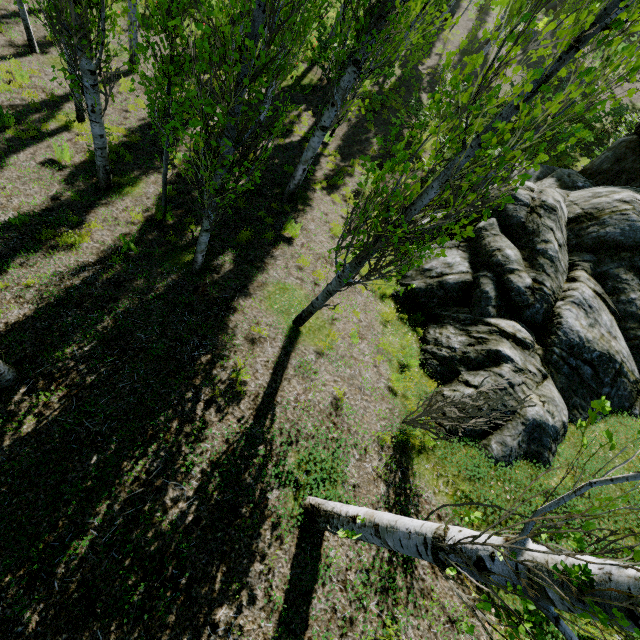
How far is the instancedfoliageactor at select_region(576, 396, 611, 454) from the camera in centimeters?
154cm

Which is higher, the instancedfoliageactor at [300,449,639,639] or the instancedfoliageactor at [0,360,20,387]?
the instancedfoliageactor at [300,449,639,639]

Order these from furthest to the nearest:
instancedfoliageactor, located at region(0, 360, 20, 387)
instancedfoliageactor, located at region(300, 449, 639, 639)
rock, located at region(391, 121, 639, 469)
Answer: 1. rock, located at region(391, 121, 639, 469)
2. instancedfoliageactor, located at region(0, 360, 20, 387)
3. instancedfoliageactor, located at region(300, 449, 639, 639)

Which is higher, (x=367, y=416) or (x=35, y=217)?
(x=367, y=416)

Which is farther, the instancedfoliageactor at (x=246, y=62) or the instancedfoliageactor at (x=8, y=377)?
the instancedfoliageactor at (x=8, y=377)

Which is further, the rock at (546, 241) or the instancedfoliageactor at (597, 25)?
the rock at (546, 241)

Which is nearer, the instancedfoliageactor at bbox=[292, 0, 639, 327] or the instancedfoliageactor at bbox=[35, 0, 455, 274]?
the instancedfoliageactor at bbox=[292, 0, 639, 327]
